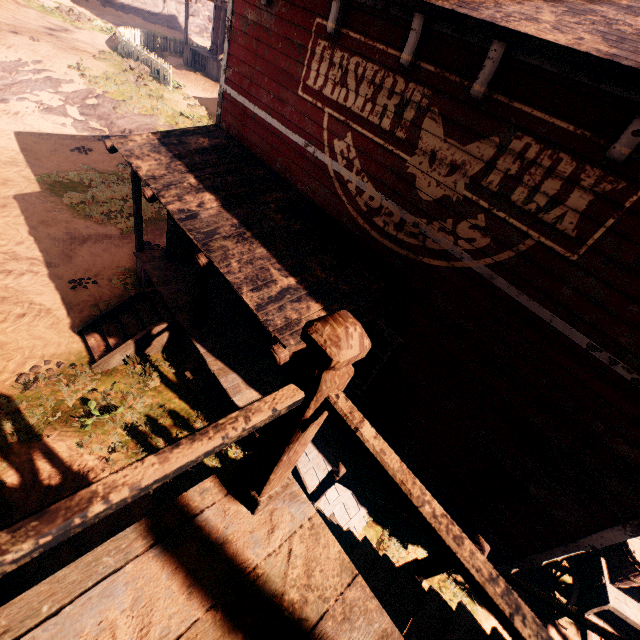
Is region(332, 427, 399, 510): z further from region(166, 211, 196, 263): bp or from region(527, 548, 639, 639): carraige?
region(166, 211, 196, 263): bp

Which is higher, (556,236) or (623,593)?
(556,236)

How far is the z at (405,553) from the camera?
6.05m

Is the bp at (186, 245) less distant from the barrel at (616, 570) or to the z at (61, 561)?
the z at (61, 561)

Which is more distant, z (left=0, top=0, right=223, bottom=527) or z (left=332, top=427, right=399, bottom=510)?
z (left=332, top=427, right=399, bottom=510)

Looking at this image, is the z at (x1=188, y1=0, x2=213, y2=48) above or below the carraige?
above

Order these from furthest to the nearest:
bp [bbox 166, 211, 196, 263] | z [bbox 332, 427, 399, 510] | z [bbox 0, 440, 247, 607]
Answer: bp [bbox 166, 211, 196, 263]
z [bbox 332, 427, 399, 510]
z [bbox 0, 440, 247, 607]

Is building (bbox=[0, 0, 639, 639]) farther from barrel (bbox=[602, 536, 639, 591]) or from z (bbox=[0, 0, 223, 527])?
barrel (bbox=[602, 536, 639, 591])
